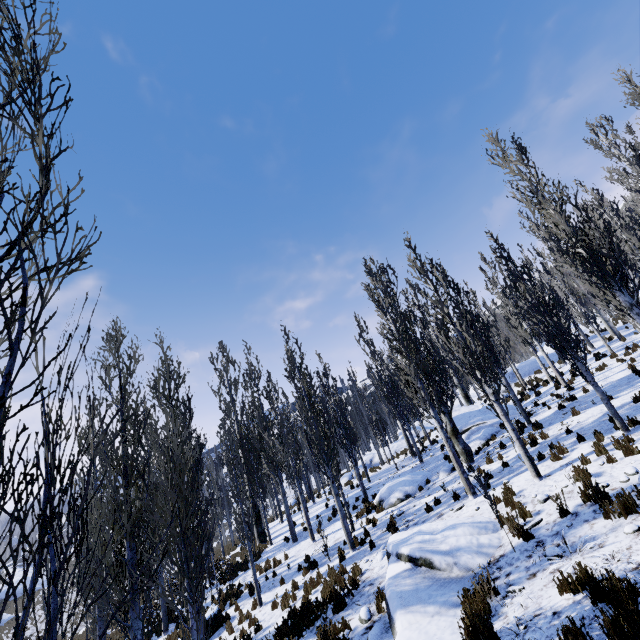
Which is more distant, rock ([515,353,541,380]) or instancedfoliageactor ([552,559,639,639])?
rock ([515,353,541,380])

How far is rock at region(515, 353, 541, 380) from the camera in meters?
27.0

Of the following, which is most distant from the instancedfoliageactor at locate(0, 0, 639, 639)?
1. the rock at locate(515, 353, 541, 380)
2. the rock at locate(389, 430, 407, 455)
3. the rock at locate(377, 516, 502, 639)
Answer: the rock at locate(377, 516, 502, 639)

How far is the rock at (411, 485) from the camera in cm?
1523

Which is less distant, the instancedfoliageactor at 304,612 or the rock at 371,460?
the instancedfoliageactor at 304,612

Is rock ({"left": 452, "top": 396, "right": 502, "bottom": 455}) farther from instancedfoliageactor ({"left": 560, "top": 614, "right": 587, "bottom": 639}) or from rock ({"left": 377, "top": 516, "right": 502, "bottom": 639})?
rock ({"left": 377, "top": 516, "right": 502, "bottom": 639})

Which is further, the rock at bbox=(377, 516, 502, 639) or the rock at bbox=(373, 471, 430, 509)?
the rock at bbox=(373, 471, 430, 509)

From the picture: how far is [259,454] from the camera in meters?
23.3 m
